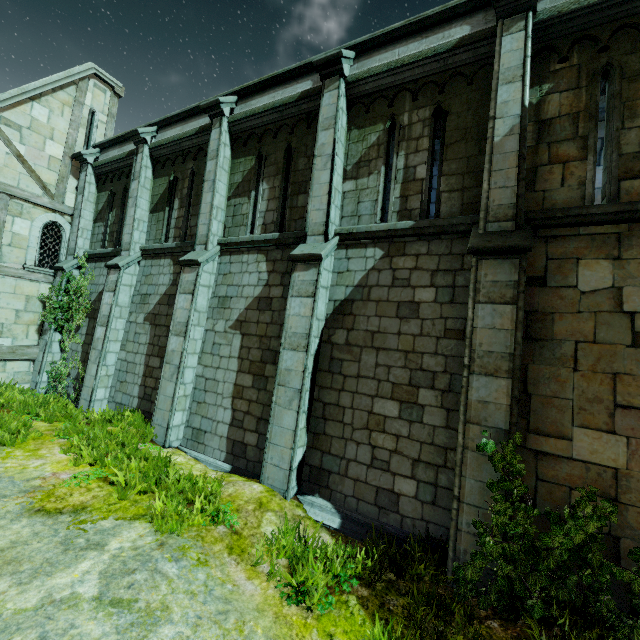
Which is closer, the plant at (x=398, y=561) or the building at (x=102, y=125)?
the plant at (x=398, y=561)

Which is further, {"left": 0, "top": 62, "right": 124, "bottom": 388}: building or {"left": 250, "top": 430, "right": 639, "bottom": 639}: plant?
{"left": 0, "top": 62, "right": 124, "bottom": 388}: building

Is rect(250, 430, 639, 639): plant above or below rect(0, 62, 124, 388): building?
below

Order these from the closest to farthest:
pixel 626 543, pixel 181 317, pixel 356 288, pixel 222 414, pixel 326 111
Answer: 1. pixel 626 543
2. pixel 356 288
3. pixel 326 111
4. pixel 222 414
5. pixel 181 317

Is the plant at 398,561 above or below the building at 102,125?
below
